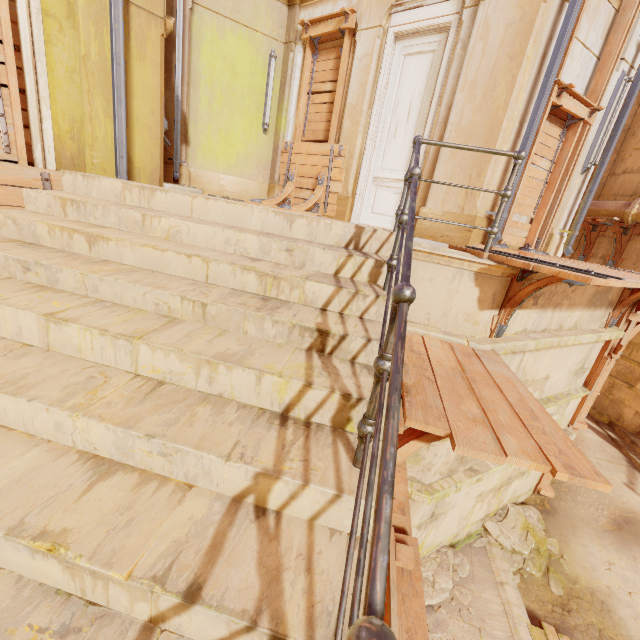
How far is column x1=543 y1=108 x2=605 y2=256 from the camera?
6.5m

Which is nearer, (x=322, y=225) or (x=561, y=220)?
(x=322, y=225)

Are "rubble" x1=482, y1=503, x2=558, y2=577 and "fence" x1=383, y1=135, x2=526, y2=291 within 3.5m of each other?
no

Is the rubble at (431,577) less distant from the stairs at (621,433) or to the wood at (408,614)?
the wood at (408,614)

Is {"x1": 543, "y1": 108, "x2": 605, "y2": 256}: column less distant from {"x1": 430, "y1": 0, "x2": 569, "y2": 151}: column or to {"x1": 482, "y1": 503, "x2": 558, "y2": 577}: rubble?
{"x1": 430, "y1": 0, "x2": 569, "y2": 151}: column

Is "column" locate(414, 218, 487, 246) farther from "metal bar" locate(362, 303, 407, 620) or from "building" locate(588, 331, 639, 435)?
"metal bar" locate(362, 303, 407, 620)

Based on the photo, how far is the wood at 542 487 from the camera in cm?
685

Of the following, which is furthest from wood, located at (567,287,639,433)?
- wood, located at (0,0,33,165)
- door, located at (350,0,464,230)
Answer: wood, located at (0,0,33,165)
